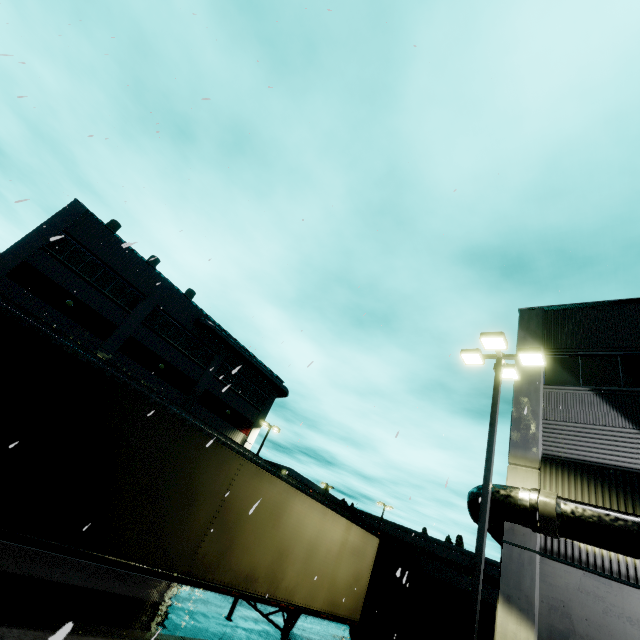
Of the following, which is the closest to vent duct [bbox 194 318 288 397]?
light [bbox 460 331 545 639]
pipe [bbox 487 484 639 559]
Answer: pipe [bbox 487 484 639 559]

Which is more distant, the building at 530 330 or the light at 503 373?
the building at 530 330

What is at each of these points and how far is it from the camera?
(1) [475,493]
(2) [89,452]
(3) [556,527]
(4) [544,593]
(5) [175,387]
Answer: (1) pipe, 10.9m
(2) semi trailer, 5.7m
(3) pipe, 8.9m
(4) building, 9.2m
(5) building, 27.8m

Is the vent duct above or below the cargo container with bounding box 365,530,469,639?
above

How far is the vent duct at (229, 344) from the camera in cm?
2933

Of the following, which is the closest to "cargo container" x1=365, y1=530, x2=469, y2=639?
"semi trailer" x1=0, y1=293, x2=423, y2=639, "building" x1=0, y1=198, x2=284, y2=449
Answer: "semi trailer" x1=0, y1=293, x2=423, y2=639

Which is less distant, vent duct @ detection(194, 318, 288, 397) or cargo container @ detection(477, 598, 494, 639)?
cargo container @ detection(477, 598, 494, 639)

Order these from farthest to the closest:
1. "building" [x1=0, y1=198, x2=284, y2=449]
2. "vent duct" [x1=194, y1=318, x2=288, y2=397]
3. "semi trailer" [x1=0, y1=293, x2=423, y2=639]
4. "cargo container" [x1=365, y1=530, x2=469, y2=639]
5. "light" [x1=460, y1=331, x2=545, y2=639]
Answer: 1. "vent duct" [x1=194, y1=318, x2=288, y2=397]
2. "building" [x1=0, y1=198, x2=284, y2=449]
3. "cargo container" [x1=365, y1=530, x2=469, y2=639]
4. "light" [x1=460, y1=331, x2=545, y2=639]
5. "semi trailer" [x1=0, y1=293, x2=423, y2=639]
